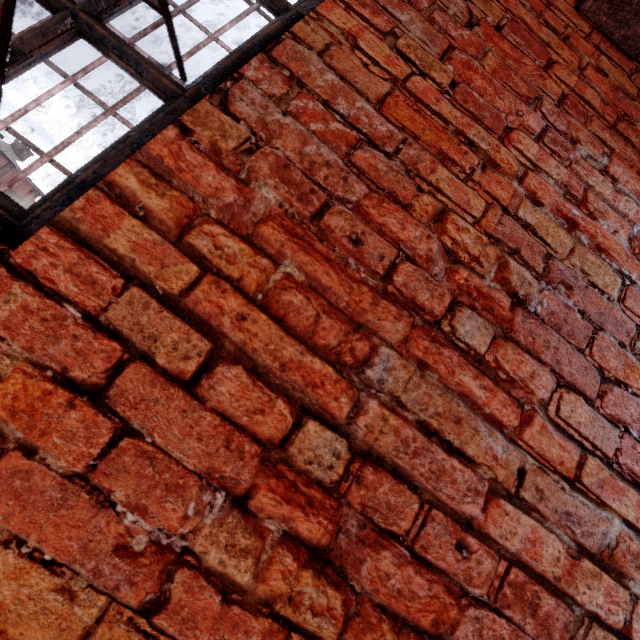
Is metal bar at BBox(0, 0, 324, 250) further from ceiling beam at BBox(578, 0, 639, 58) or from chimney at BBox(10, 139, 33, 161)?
chimney at BBox(10, 139, 33, 161)

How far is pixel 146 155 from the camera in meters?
0.7 m

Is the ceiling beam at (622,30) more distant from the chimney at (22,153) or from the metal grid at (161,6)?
the chimney at (22,153)

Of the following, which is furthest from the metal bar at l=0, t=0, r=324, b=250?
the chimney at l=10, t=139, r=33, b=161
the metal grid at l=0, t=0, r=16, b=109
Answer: the chimney at l=10, t=139, r=33, b=161

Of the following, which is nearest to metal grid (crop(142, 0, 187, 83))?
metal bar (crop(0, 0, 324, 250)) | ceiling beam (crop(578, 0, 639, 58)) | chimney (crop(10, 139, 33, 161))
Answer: metal bar (crop(0, 0, 324, 250))

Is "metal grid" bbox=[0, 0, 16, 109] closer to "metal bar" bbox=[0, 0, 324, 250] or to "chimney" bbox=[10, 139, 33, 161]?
"metal bar" bbox=[0, 0, 324, 250]

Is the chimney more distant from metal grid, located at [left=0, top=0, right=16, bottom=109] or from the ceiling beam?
metal grid, located at [left=0, top=0, right=16, bottom=109]

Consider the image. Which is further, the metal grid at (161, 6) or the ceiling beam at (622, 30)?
the ceiling beam at (622, 30)
